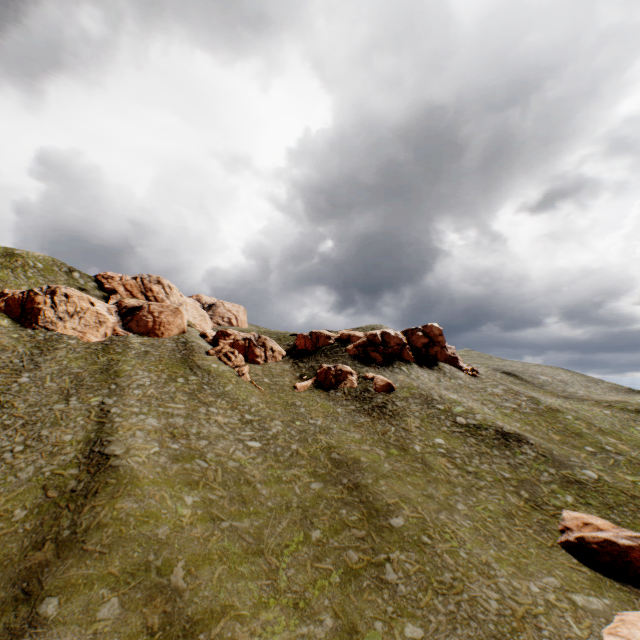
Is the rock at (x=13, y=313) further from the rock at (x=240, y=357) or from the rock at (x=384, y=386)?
the rock at (x=384, y=386)

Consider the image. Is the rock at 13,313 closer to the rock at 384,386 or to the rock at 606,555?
the rock at 384,386

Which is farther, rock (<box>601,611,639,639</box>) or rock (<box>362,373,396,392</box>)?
rock (<box>362,373,396,392</box>)

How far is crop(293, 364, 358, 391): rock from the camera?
47.4 meters

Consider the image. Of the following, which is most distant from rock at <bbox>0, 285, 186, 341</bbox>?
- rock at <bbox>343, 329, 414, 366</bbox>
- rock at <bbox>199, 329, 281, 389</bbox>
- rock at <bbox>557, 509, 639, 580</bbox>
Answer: rock at <bbox>557, 509, 639, 580</bbox>

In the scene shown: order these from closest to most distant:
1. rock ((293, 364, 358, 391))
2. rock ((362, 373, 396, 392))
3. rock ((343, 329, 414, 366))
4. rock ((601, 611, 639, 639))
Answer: → rock ((601, 611, 639, 639)), rock ((362, 373, 396, 392)), rock ((293, 364, 358, 391)), rock ((343, 329, 414, 366))

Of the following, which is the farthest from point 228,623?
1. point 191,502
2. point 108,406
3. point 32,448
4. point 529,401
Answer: point 529,401
